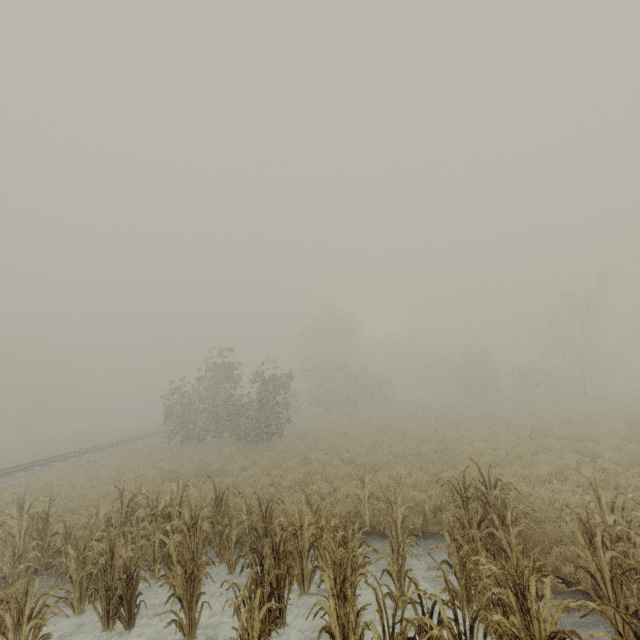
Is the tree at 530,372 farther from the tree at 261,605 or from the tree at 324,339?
the tree at 261,605

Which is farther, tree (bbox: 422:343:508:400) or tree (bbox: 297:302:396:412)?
tree (bbox: 297:302:396:412)

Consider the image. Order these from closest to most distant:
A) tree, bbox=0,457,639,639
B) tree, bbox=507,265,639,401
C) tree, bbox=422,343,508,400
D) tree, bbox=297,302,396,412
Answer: tree, bbox=0,457,639,639 → tree, bbox=507,265,639,401 → tree, bbox=422,343,508,400 → tree, bbox=297,302,396,412

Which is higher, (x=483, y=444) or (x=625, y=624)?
(x=483, y=444)

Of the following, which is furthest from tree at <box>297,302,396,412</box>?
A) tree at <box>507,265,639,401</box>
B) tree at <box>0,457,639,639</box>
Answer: tree at <box>0,457,639,639</box>

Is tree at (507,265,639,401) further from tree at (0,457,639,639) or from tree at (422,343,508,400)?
tree at (0,457,639,639)

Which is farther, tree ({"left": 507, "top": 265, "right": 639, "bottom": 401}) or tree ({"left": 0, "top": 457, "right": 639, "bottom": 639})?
tree ({"left": 507, "top": 265, "right": 639, "bottom": 401})

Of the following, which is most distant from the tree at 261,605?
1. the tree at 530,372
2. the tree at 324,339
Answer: the tree at 324,339
